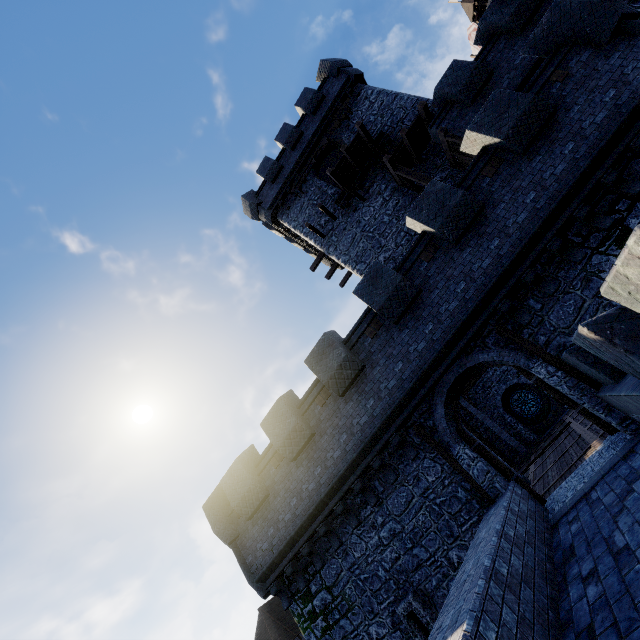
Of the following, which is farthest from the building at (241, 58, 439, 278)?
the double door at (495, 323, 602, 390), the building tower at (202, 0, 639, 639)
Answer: the double door at (495, 323, 602, 390)

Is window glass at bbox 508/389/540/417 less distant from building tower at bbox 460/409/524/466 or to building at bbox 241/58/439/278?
building tower at bbox 460/409/524/466

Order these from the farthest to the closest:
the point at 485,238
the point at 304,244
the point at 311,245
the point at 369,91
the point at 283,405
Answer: the point at 304,244 < the point at 311,245 < the point at 369,91 < the point at 283,405 < the point at 485,238

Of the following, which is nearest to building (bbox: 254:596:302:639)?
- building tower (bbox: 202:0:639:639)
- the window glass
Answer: building tower (bbox: 202:0:639:639)

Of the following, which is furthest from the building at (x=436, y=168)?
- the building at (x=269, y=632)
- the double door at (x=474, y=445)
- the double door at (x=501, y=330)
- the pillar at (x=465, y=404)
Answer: the building at (x=269, y=632)

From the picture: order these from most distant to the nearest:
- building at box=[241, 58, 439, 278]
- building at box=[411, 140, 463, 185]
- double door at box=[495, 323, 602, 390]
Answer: building at box=[241, 58, 439, 278] < building at box=[411, 140, 463, 185] < double door at box=[495, 323, 602, 390]

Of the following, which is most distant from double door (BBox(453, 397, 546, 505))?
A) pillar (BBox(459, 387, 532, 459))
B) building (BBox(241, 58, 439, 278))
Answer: pillar (BBox(459, 387, 532, 459))

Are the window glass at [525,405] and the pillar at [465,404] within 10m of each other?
yes
